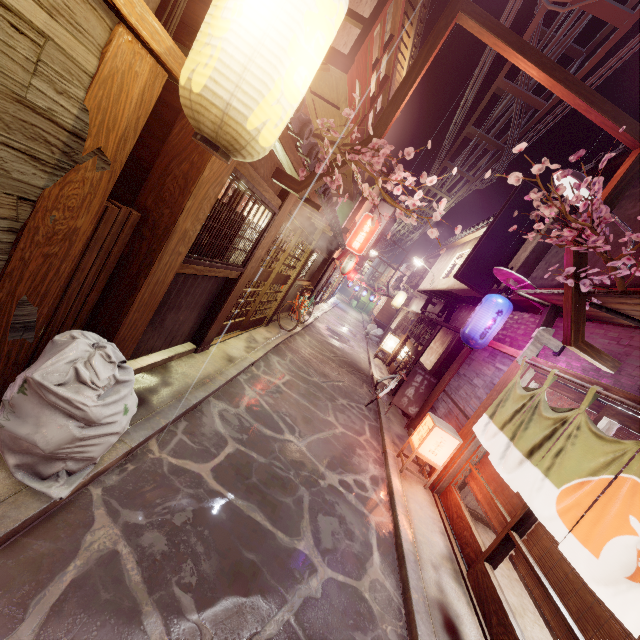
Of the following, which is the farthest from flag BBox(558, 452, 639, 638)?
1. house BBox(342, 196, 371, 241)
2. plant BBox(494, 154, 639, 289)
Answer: house BBox(342, 196, 371, 241)

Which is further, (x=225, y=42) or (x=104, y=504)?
(x=104, y=504)

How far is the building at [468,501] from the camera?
10.62m

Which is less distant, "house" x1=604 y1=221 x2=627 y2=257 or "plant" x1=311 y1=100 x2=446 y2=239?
"plant" x1=311 y1=100 x2=446 y2=239

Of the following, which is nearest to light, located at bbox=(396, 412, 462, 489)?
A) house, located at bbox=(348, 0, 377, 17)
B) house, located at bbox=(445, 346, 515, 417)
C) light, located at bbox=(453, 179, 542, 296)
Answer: house, located at bbox=(445, 346, 515, 417)

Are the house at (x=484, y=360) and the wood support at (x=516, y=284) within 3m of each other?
yes

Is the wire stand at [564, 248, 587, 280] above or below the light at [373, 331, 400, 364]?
above

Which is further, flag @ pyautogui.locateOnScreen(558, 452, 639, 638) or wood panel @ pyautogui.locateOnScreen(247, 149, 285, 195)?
wood panel @ pyautogui.locateOnScreen(247, 149, 285, 195)
